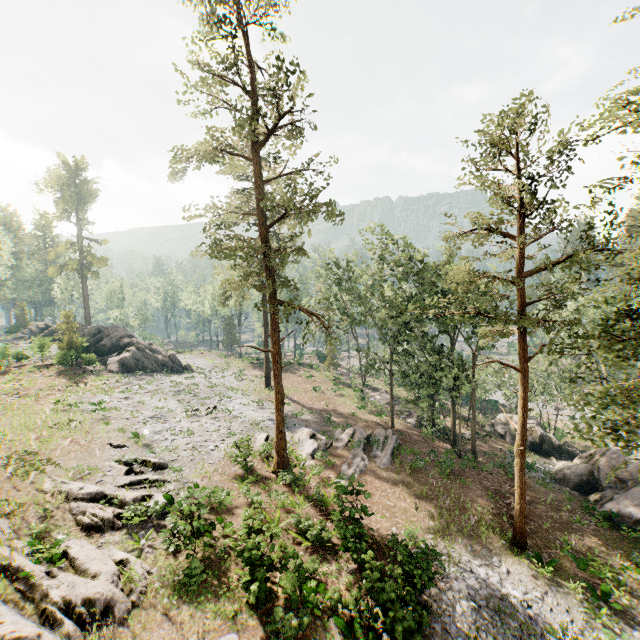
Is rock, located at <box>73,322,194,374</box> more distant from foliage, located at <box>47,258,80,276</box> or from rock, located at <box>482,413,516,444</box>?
rock, located at <box>482,413,516,444</box>

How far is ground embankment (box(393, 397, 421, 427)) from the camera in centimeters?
3419cm

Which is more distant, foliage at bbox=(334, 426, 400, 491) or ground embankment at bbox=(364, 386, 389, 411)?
ground embankment at bbox=(364, 386, 389, 411)

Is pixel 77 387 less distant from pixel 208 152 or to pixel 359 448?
pixel 208 152

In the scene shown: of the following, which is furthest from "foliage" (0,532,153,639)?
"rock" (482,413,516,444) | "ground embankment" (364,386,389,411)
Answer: "rock" (482,413,516,444)

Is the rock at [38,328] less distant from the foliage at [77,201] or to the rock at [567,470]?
the foliage at [77,201]

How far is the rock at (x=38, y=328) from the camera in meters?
37.4 m
